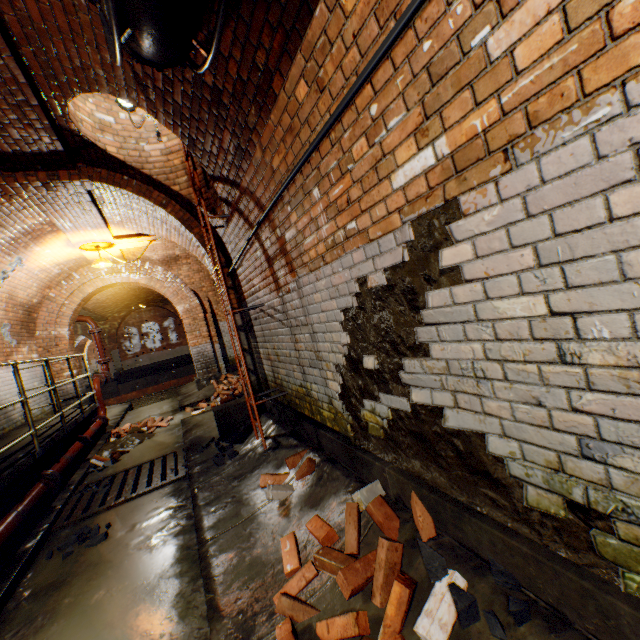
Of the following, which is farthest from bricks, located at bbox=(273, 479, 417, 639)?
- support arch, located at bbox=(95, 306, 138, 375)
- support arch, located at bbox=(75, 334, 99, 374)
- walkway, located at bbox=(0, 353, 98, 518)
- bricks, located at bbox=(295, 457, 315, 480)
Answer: support arch, located at bbox=(75, 334, 99, 374)

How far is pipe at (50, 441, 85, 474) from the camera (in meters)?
4.98

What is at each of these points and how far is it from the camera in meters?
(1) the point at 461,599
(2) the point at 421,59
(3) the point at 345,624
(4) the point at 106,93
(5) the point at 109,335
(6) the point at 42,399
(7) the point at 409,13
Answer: (1) rock, 1.4
(2) building tunnel, 1.3
(3) bricks, 1.7
(4) building tunnel, 3.3
(5) support arch, 22.1
(6) building tunnel, 8.5
(7) wire, 1.3

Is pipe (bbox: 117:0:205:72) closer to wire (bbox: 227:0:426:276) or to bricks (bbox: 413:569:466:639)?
wire (bbox: 227:0:426:276)

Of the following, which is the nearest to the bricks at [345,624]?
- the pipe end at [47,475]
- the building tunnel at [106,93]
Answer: the building tunnel at [106,93]

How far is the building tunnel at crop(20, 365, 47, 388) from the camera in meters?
7.8

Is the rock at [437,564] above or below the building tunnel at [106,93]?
below

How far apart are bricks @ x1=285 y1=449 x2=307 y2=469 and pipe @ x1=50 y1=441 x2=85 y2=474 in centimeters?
355cm
